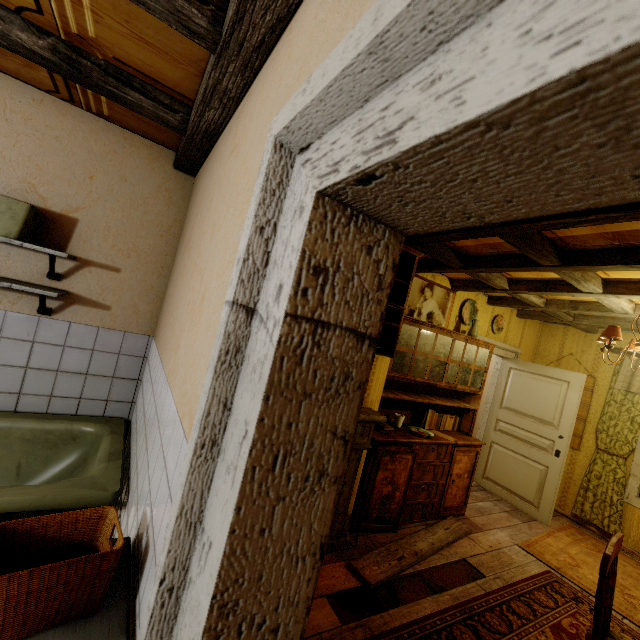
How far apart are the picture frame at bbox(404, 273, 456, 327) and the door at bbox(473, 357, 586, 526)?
1.60m

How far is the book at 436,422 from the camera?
4.0 meters

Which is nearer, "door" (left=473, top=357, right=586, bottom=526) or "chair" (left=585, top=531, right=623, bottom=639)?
"chair" (left=585, top=531, right=623, bottom=639)

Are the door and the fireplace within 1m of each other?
no

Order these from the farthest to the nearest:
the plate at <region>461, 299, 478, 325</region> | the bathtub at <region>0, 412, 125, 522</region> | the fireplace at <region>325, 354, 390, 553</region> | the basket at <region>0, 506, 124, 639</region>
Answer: the plate at <region>461, 299, 478, 325</region>
the fireplace at <region>325, 354, 390, 553</region>
the bathtub at <region>0, 412, 125, 522</region>
the basket at <region>0, 506, 124, 639</region>

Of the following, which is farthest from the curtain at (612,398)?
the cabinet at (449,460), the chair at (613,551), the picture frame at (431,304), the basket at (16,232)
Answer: the basket at (16,232)

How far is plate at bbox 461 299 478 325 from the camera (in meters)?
4.48

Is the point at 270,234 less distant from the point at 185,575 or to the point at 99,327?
the point at 185,575
